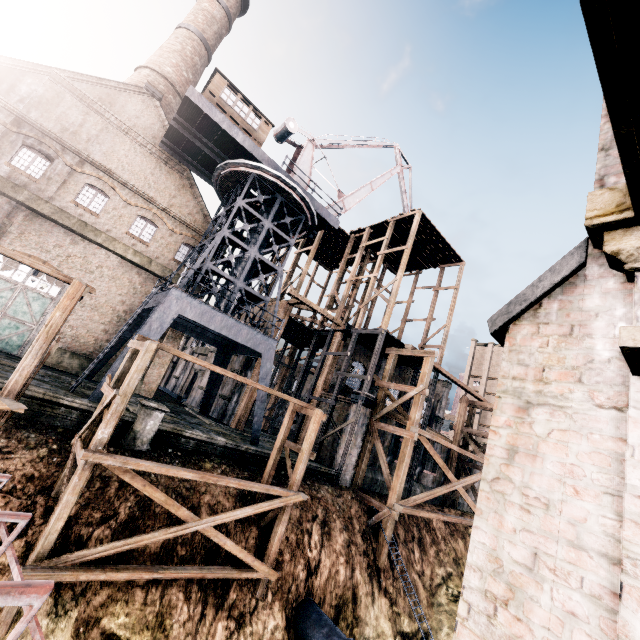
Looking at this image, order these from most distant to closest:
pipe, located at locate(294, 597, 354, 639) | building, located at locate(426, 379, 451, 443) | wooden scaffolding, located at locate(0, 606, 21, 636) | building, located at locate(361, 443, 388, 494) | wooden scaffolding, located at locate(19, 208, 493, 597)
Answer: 1. building, located at locate(426, 379, 451, 443)
2. building, located at locate(361, 443, 388, 494)
3. pipe, located at locate(294, 597, 354, 639)
4. wooden scaffolding, located at locate(19, 208, 493, 597)
5. wooden scaffolding, located at locate(0, 606, 21, 636)

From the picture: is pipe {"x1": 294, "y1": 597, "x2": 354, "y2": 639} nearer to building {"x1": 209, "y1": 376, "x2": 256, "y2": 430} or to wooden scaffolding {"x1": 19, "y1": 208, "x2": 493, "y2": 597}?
building {"x1": 209, "y1": 376, "x2": 256, "y2": 430}

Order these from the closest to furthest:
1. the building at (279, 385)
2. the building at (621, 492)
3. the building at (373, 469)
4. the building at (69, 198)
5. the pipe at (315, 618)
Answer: the building at (621, 492) → the pipe at (315, 618) → the building at (69, 198) → the building at (373, 469) → the building at (279, 385)

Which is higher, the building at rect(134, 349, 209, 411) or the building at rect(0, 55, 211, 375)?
the building at rect(0, 55, 211, 375)

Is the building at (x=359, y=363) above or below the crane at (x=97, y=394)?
above

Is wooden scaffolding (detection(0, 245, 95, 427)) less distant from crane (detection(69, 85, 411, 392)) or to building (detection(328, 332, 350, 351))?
crane (detection(69, 85, 411, 392))

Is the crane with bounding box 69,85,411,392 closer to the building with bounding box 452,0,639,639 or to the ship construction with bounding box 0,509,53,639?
the building with bounding box 452,0,639,639

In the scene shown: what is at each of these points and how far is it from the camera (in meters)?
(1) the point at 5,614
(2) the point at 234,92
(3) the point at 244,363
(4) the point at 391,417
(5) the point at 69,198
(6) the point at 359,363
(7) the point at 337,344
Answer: (1) wooden scaffolding, 8.66
(2) building, 21.89
(3) building, 29.02
(4) building, 25.91
(5) building, 22.91
(6) building, 31.06
(7) building, 28.89
